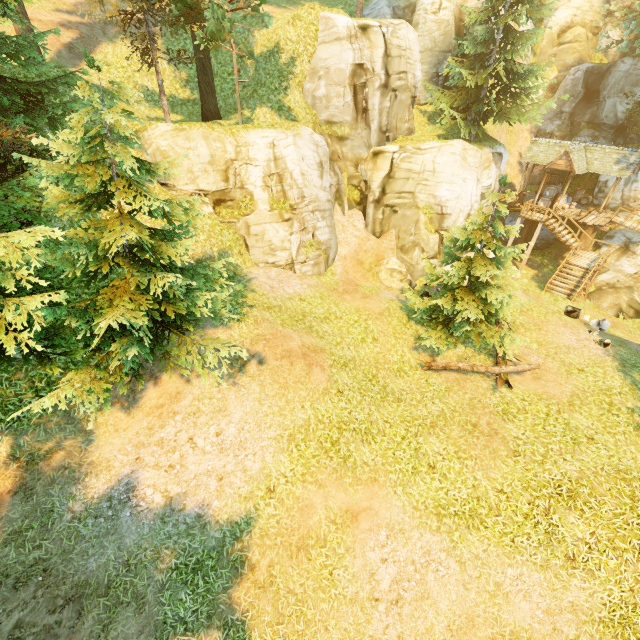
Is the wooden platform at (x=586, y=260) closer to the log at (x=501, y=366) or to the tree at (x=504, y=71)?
the tree at (x=504, y=71)

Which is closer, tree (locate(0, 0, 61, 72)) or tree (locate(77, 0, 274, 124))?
tree (locate(0, 0, 61, 72))

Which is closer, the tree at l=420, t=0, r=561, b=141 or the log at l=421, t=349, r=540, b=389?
the log at l=421, t=349, r=540, b=389

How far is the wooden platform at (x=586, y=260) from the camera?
20.94m

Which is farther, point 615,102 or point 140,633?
point 615,102

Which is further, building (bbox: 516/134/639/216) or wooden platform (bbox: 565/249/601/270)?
building (bbox: 516/134/639/216)

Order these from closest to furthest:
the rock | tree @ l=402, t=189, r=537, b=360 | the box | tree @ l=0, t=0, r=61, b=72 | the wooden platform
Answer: tree @ l=0, t=0, r=61, b=72
tree @ l=402, t=189, r=537, b=360
the rock
the wooden platform
the box
